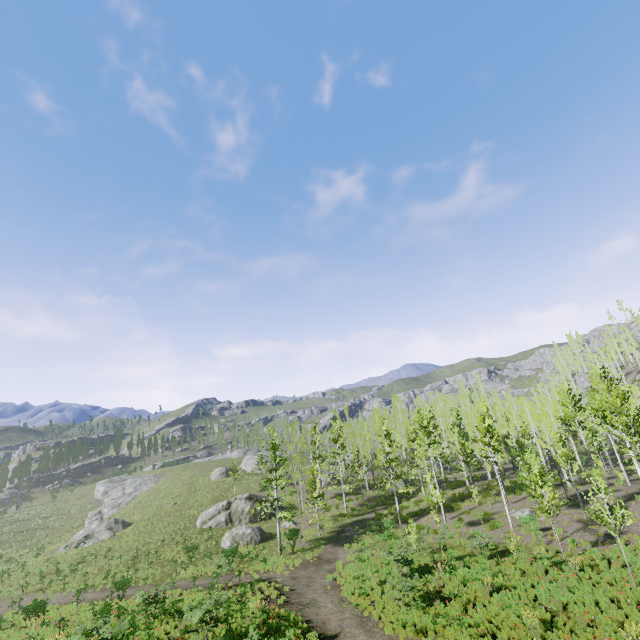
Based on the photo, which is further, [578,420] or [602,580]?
[578,420]

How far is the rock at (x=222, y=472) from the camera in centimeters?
5512cm

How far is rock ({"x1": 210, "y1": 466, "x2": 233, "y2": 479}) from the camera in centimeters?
5512cm
